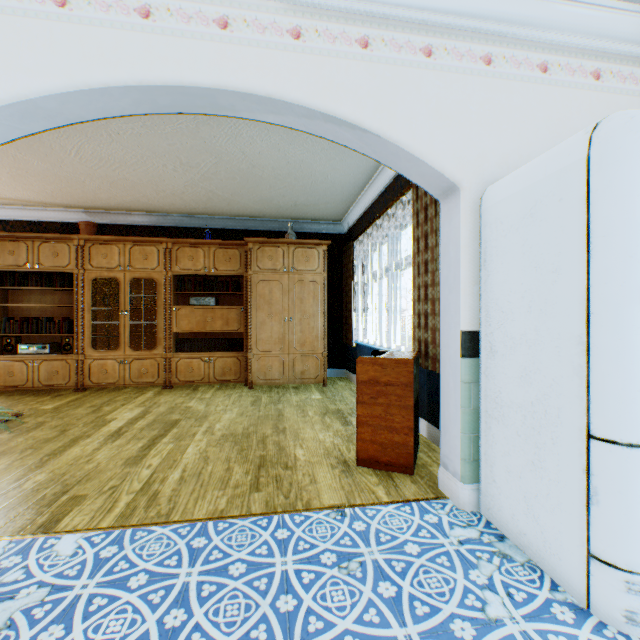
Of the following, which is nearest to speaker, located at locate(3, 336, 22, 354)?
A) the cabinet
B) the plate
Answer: the cabinet

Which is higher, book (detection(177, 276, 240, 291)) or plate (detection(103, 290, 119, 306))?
book (detection(177, 276, 240, 291))

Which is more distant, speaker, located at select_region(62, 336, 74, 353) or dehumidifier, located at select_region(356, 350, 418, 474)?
speaker, located at select_region(62, 336, 74, 353)

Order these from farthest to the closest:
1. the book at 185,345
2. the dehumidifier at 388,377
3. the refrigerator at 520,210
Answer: the book at 185,345, the dehumidifier at 388,377, the refrigerator at 520,210

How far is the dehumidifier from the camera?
2.5 meters

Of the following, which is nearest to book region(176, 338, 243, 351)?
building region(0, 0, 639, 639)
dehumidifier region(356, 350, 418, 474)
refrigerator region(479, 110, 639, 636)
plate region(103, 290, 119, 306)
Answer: building region(0, 0, 639, 639)

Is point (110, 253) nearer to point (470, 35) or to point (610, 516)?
point (470, 35)

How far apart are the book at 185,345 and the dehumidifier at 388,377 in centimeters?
333cm
